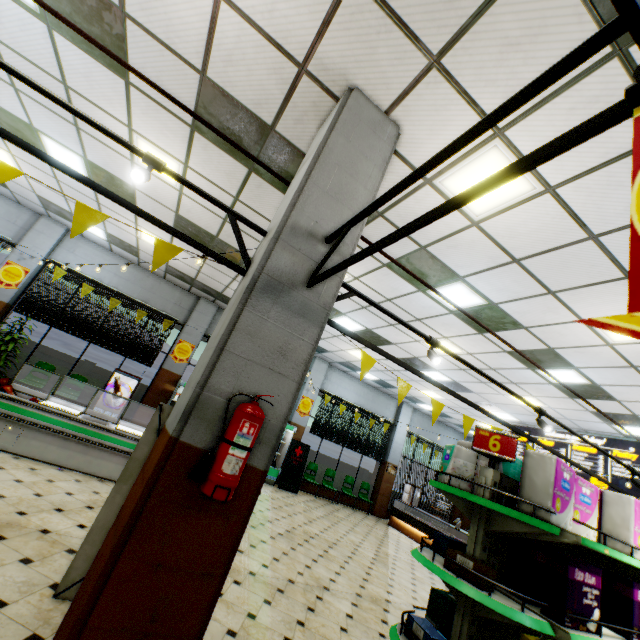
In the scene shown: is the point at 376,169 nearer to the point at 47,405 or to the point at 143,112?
the point at 143,112

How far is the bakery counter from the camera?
11.2m

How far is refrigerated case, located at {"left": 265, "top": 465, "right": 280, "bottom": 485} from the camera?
11.0m

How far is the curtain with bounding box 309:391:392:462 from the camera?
13.2 meters

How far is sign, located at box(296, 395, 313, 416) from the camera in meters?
12.7

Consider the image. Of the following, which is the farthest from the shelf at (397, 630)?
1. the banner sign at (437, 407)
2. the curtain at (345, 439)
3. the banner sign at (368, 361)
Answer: the curtain at (345, 439)

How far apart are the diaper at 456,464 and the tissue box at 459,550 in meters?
0.5 m

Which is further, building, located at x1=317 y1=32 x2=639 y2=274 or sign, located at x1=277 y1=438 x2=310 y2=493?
sign, located at x1=277 y1=438 x2=310 y2=493
